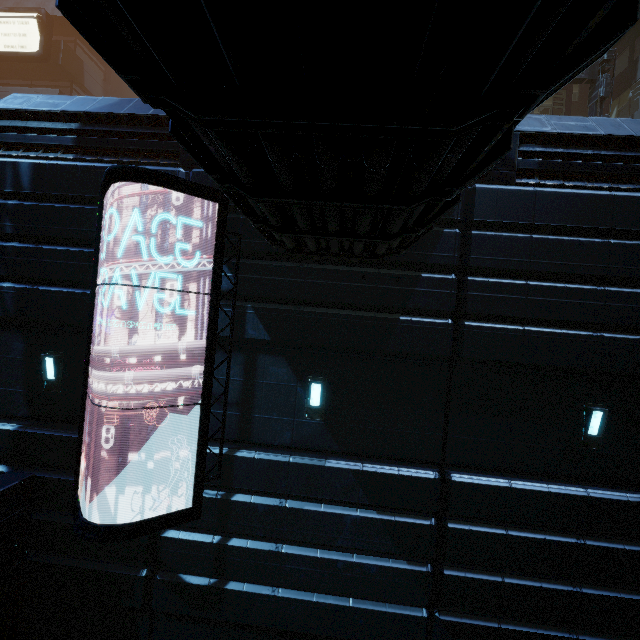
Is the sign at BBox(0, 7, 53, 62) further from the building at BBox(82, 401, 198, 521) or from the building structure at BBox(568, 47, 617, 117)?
the building structure at BBox(568, 47, 617, 117)

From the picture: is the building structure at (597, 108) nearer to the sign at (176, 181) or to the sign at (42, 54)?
the sign at (176, 181)

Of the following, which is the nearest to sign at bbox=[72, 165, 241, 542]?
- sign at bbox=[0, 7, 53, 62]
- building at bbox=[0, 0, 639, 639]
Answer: building at bbox=[0, 0, 639, 639]

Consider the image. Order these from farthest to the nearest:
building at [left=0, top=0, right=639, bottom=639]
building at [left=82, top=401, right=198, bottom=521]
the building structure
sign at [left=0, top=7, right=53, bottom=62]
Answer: sign at [left=0, top=7, right=53, bottom=62], the building structure, building at [left=82, top=401, right=198, bottom=521], building at [left=0, top=0, right=639, bottom=639]

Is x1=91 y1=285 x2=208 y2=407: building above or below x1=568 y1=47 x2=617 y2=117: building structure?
below

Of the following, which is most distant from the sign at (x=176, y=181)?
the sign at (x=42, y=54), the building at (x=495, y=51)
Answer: the sign at (x=42, y=54)

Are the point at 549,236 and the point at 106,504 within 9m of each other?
no
